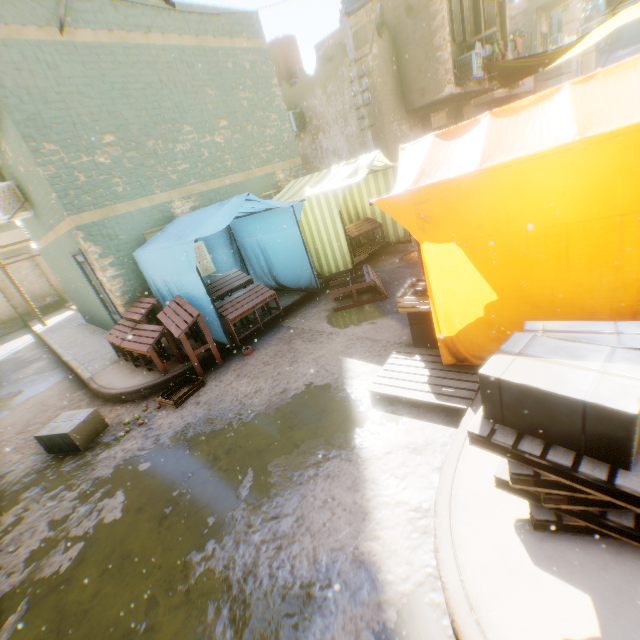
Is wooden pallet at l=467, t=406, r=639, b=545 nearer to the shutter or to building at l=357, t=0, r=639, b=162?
building at l=357, t=0, r=639, b=162

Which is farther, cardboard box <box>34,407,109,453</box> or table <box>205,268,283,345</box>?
table <box>205,268,283,345</box>

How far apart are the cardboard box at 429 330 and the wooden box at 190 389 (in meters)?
3.27

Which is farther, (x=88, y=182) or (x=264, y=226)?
(x=264, y=226)

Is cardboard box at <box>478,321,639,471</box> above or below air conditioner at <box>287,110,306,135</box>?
below

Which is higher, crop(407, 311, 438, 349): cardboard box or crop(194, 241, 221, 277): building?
crop(194, 241, 221, 277): building

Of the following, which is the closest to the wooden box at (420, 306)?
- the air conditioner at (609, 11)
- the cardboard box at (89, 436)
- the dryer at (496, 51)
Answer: the air conditioner at (609, 11)

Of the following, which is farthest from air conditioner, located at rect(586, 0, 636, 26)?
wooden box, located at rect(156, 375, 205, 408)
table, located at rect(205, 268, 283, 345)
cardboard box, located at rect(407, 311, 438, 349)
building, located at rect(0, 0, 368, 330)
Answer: wooden box, located at rect(156, 375, 205, 408)
